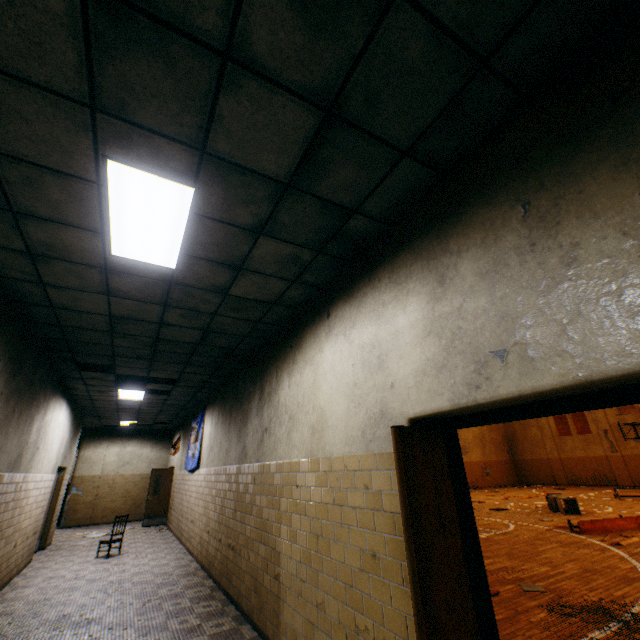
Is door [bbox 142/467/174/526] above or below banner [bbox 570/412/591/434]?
below

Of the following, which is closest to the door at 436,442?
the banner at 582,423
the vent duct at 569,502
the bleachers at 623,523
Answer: the bleachers at 623,523

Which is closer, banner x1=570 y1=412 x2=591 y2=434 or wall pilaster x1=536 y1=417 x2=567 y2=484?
banner x1=570 y1=412 x2=591 y2=434

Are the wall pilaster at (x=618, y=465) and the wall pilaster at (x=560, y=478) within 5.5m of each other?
yes

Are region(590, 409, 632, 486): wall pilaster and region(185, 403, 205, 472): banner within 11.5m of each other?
no

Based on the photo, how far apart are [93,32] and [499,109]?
2.42m

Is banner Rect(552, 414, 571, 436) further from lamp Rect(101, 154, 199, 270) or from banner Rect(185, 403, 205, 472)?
lamp Rect(101, 154, 199, 270)

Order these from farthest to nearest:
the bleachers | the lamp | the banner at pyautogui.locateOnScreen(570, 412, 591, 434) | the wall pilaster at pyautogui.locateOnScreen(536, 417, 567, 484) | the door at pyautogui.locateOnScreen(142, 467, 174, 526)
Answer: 1. the wall pilaster at pyautogui.locateOnScreen(536, 417, 567, 484)
2. the banner at pyautogui.locateOnScreen(570, 412, 591, 434)
3. the door at pyautogui.locateOnScreen(142, 467, 174, 526)
4. the bleachers
5. the lamp
